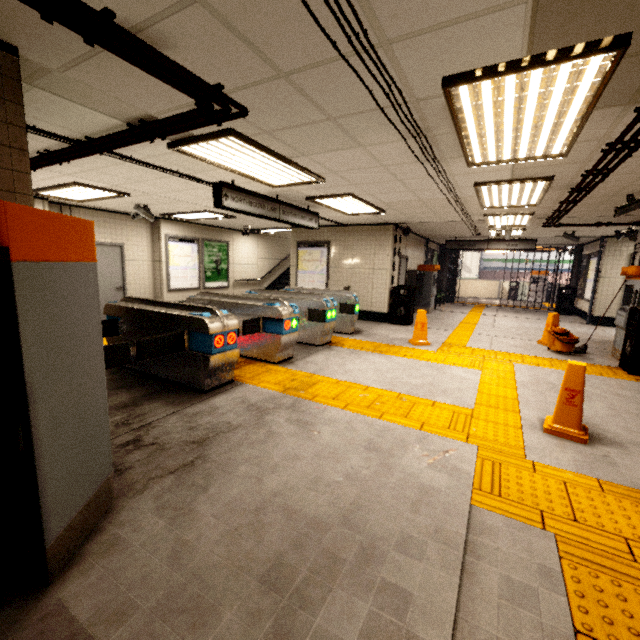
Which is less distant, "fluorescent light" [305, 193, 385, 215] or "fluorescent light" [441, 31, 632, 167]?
"fluorescent light" [441, 31, 632, 167]

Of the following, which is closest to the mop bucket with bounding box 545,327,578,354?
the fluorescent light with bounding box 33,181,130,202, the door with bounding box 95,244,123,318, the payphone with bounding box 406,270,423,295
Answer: the payphone with bounding box 406,270,423,295

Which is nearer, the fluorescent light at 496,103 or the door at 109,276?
the fluorescent light at 496,103

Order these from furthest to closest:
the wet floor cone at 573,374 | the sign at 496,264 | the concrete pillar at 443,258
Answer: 1. the sign at 496,264
2. the concrete pillar at 443,258
3. the wet floor cone at 573,374

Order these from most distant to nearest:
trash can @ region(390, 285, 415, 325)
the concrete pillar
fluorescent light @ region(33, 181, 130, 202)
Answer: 1. the concrete pillar
2. trash can @ region(390, 285, 415, 325)
3. fluorescent light @ region(33, 181, 130, 202)

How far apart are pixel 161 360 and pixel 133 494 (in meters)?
2.43

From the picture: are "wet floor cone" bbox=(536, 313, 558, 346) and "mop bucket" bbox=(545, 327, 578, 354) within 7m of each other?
yes

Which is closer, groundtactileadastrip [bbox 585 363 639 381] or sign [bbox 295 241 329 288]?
groundtactileadastrip [bbox 585 363 639 381]
